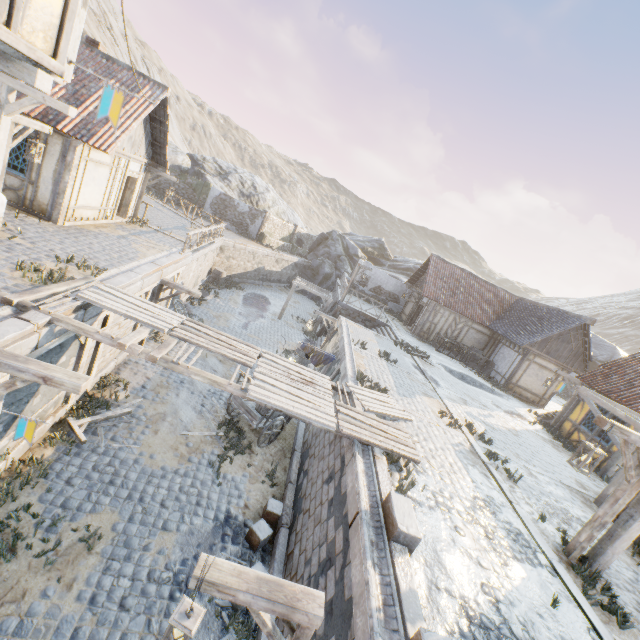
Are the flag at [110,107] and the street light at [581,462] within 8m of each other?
no

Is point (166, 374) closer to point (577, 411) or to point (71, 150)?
point (71, 150)

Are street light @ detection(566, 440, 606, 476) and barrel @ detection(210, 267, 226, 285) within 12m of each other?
no

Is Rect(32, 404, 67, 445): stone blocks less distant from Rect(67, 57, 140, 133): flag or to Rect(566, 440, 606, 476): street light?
Rect(566, 440, 606, 476): street light

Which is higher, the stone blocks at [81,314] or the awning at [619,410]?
the awning at [619,410]

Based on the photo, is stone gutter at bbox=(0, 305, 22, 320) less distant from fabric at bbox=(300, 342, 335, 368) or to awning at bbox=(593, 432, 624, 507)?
fabric at bbox=(300, 342, 335, 368)

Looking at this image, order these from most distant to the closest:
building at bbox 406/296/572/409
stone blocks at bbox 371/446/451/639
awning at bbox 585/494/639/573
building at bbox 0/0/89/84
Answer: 1. building at bbox 406/296/572/409
2. awning at bbox 585/494/639/573
3. stone blocks at bbox 371/446/451/639
4. building at bbox 0/0/89/84

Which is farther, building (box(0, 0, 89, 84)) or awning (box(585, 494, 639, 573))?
awning (box(585, 494, 639, 573))
